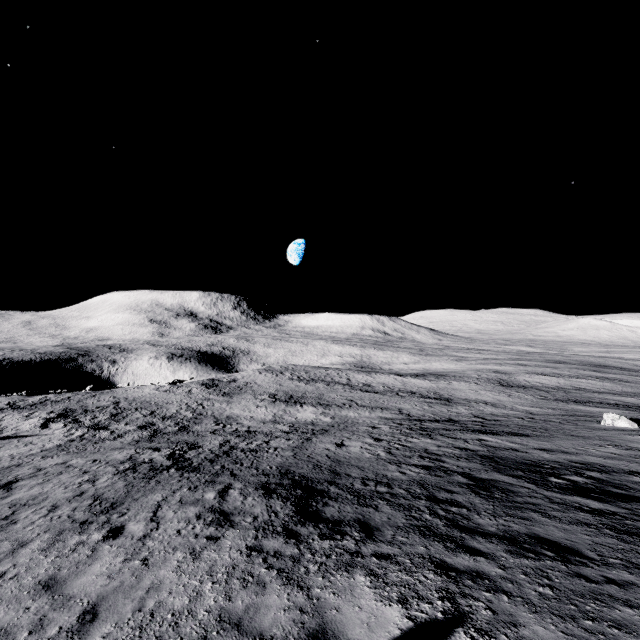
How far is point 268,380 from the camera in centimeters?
5731cm
